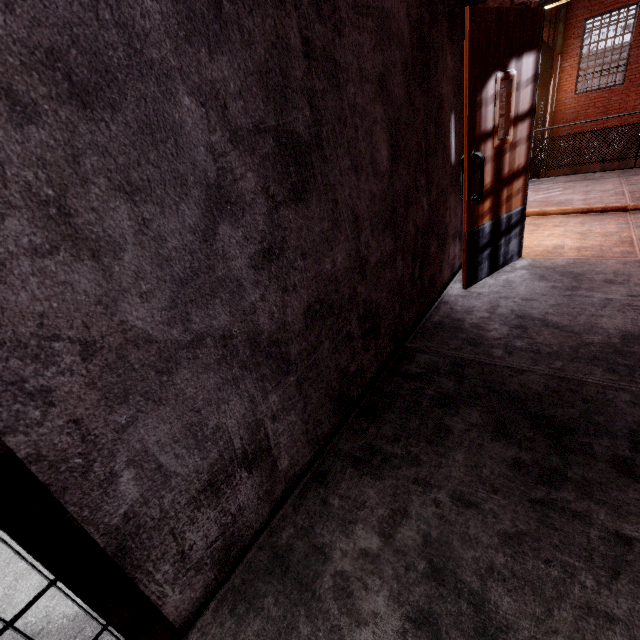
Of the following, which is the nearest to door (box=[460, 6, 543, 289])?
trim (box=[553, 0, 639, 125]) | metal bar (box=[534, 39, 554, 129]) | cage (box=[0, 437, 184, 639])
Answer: cage (box=[0, 437, 184, 639])

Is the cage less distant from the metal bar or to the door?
the door

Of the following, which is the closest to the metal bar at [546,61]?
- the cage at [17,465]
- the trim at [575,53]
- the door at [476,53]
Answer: the trim at [575,53]

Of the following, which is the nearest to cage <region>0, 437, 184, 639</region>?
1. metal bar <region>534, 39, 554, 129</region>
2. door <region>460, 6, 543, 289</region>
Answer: door <region>460, 6, 543, 289</region>

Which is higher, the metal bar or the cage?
the metal bar

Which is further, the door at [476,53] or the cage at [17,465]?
the door at [476,53]

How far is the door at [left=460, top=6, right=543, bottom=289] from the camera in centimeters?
235cm

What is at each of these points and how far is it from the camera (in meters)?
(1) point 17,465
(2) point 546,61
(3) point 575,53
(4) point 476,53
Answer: (1) cage, 0.72
(2) metal bar, 9.84
(3) trim, 13.19
(4) door, 2.31
